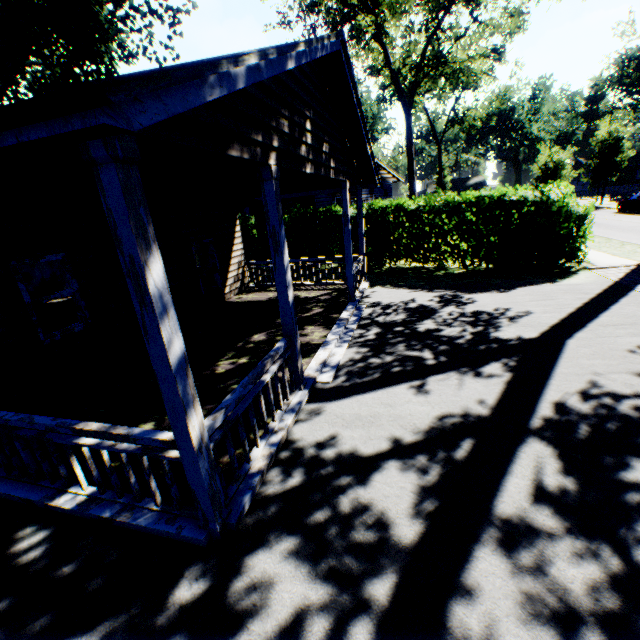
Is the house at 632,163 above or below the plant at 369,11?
below

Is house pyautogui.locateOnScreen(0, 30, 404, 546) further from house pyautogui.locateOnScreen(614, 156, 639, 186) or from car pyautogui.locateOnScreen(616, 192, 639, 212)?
house pyautogui.locateOnScreen(614, 156, 639, 186)

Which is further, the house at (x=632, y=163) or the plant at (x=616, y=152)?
the house at (x=632, y=163)

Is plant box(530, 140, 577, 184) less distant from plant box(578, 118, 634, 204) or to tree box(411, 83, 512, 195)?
tree box(411, 83, 512, 195)

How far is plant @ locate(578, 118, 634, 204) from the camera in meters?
32.1

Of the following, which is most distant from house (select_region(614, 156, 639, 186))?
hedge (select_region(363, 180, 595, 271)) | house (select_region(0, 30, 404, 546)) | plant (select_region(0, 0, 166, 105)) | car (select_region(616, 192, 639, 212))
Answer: house (select_region(0, 30, 404, 546))

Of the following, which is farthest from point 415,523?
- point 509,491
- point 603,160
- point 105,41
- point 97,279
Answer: point 603,160

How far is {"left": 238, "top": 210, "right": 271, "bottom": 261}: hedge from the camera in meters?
17.0 m
